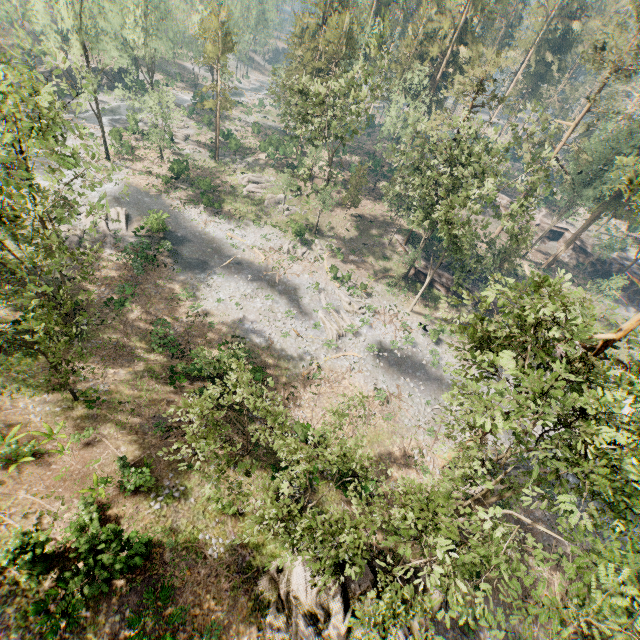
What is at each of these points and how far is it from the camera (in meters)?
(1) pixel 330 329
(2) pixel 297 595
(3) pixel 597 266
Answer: (1) foliage, 33.19
(2) rock, 15.48
(3) ground embankment, 51.53

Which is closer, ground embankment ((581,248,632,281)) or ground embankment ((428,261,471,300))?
ground embankment ((428,261,471,300))

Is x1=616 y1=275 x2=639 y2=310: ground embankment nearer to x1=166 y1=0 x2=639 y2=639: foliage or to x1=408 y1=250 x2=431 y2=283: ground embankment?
x1=166 y1=0 x2=639 y2=639: foliage

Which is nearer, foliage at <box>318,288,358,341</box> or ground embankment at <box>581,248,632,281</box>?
foliage at <box>318,288,358,341</box>

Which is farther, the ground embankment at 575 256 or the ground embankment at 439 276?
the ground embankment at 575 256

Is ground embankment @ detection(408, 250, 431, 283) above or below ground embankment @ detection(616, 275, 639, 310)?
below

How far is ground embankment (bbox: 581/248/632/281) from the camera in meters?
50.3

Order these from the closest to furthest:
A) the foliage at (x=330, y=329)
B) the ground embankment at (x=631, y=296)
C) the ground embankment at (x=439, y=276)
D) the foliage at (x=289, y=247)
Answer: the foliage at (x=330, y=329), the foliage at (x=289, y=247), the ground embankment at (x=439, y=276), the ground embankment at (x=631, y=296)
